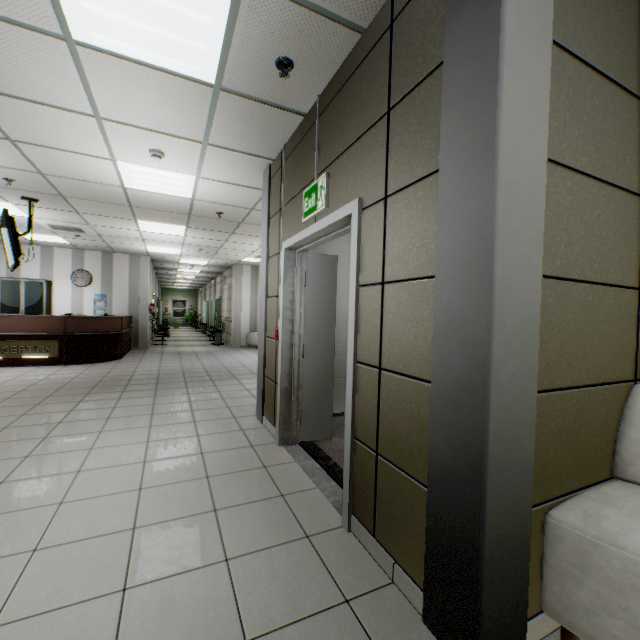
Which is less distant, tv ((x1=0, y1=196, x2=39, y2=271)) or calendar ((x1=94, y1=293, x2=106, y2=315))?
tv ((x1=0, y1=196, x2=39, y2=271))

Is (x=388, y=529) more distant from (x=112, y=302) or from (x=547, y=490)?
(x=112, y=302)

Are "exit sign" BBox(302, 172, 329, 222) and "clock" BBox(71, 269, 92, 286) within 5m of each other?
no

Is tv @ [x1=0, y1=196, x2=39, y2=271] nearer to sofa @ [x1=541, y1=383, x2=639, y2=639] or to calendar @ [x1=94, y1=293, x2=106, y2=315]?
calendar @ [x1=94, y1=293, x2=106, y2=315]

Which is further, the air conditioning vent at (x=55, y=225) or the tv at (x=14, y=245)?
the air conditioning vent at (x=55, y=225)

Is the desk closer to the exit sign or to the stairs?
the stairs

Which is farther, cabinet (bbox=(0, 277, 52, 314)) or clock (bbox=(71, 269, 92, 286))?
clock (bbox=(71, 269, 92, 286))

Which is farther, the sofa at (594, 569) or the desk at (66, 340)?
the desk at (66, 340)
